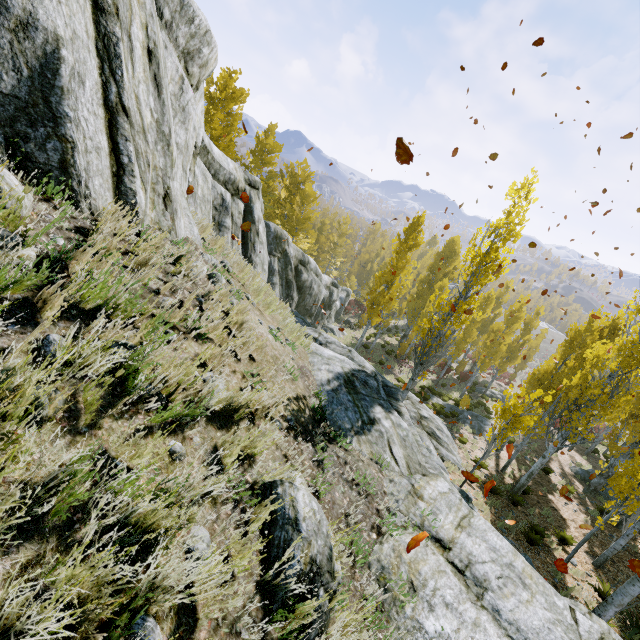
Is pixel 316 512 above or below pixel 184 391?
below

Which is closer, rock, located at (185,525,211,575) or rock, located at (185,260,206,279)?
rock, located at (185,525,211,575)

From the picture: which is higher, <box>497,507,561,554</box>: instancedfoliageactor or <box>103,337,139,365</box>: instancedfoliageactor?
<box>103,337,139,365</box>: instancedfoliageactor

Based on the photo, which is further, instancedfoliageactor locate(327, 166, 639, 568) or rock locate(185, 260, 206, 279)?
instancedfoliageactor locate(327, 166, 639, 568)

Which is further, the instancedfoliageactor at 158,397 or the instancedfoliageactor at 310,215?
the instancedfoliageactor at 310,215

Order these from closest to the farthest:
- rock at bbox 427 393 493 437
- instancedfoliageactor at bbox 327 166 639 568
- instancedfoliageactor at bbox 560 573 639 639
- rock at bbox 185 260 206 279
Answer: rock at bbox 185 260 206 279 → instancedfoliageactor at bbox 560 573 639 639 → instancedfoliageactor at bbox 327 166 639 568 → rock at bbox 427 393 493 437

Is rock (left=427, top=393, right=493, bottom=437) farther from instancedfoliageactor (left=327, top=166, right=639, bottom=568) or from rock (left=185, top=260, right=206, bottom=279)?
rock (left=185, top=260, right=206, bottom=279)

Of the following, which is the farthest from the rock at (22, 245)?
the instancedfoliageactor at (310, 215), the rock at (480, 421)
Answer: the rock at (480, 421)
